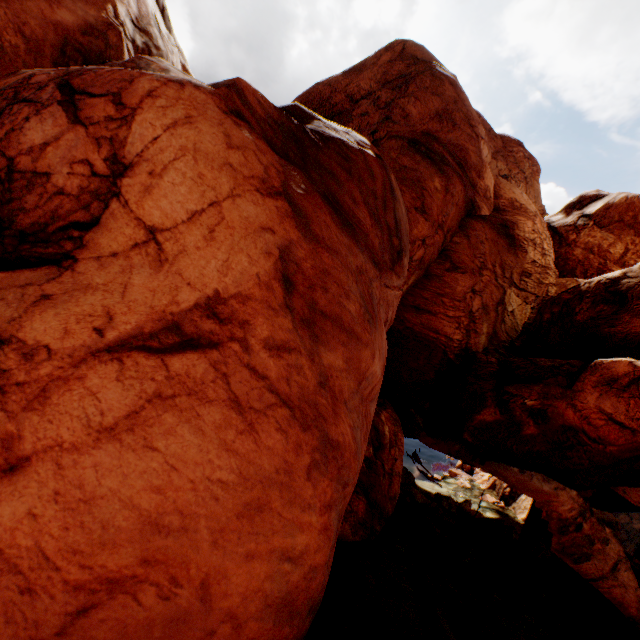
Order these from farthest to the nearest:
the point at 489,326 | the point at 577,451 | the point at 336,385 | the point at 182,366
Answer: the point at 489,326, the point at 577,451, the point at 336,385, the point at 182,366
